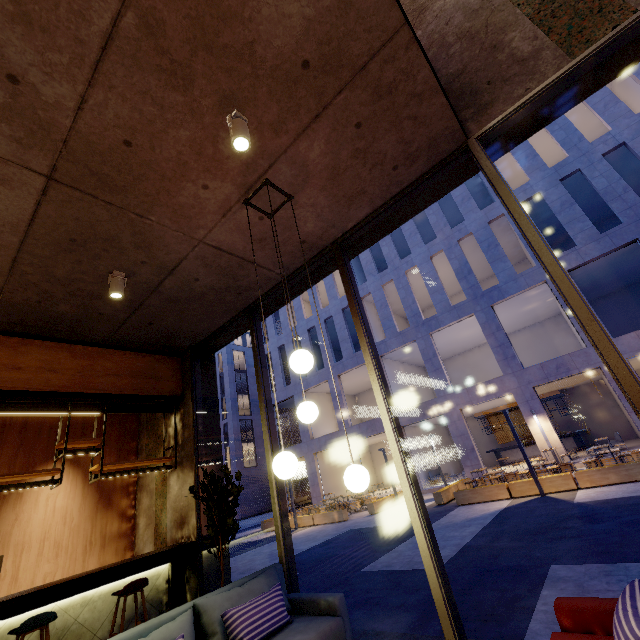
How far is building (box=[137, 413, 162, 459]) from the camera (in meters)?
6.73

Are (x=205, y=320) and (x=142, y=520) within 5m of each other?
yes

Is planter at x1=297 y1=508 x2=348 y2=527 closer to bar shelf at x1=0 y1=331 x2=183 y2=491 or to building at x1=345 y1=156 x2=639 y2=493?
building at x1=345 y1=156 x2=639 y2=493

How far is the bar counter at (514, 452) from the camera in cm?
2144

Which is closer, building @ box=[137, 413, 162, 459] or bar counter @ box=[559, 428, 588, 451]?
building @ box=[137, 413, 162, 459]

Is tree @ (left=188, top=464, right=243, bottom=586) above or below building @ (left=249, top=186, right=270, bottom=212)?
below

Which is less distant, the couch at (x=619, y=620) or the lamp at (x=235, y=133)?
the couch at (x=619, y=620)

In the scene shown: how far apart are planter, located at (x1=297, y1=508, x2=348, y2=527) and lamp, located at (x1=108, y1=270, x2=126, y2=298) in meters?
15.6
